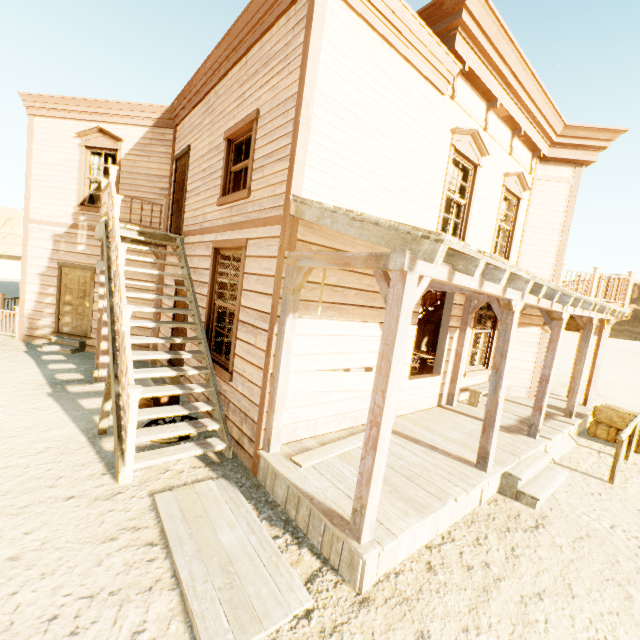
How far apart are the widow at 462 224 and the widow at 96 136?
8.38m

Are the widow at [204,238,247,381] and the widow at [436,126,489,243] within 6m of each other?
yes

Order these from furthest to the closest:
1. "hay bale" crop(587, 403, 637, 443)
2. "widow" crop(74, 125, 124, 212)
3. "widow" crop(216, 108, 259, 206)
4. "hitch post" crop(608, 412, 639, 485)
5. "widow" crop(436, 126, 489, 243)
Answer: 1. "widow" crop(74, 125, 124, 212)
2. "hay bale" crop(587, 403, 637, 443)
3. "widow" crop(436, 126, 489, 243)
4. "hitch post" crop(608, 412, 639, 485)
5. "widow" crop(216, 108, 259, 206)

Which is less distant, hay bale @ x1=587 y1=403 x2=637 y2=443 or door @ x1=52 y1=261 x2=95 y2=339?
hay bale @ x1=587 y1=403 x2=637 y2=443

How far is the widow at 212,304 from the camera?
5.26m

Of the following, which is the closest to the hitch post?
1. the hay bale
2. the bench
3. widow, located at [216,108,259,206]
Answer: the hay bale

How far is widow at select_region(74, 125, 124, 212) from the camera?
8.96m

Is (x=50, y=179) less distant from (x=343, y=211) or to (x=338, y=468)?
(x=343, y=211)
